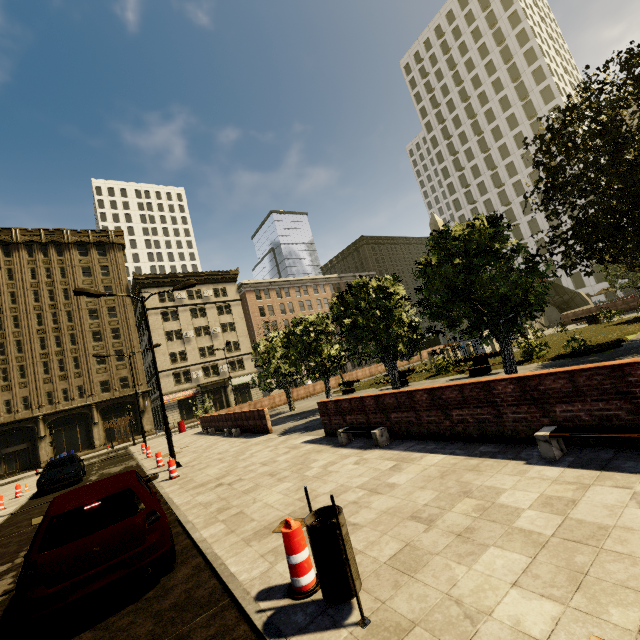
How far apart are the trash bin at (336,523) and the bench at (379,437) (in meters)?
5.01

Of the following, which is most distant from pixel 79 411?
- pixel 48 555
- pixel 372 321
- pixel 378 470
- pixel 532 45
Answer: pixel 532 45

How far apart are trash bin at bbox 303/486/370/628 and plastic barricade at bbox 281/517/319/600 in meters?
0.2

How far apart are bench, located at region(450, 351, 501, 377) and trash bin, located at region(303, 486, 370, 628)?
13.8 meters

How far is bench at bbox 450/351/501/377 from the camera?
15.3m

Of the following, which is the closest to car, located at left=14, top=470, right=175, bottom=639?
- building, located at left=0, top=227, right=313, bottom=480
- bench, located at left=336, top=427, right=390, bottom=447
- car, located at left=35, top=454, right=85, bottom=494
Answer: bench, located at left=336, top=427, right=390, bottom=447

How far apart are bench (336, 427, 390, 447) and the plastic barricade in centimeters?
468cm

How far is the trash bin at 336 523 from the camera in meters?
2.9
